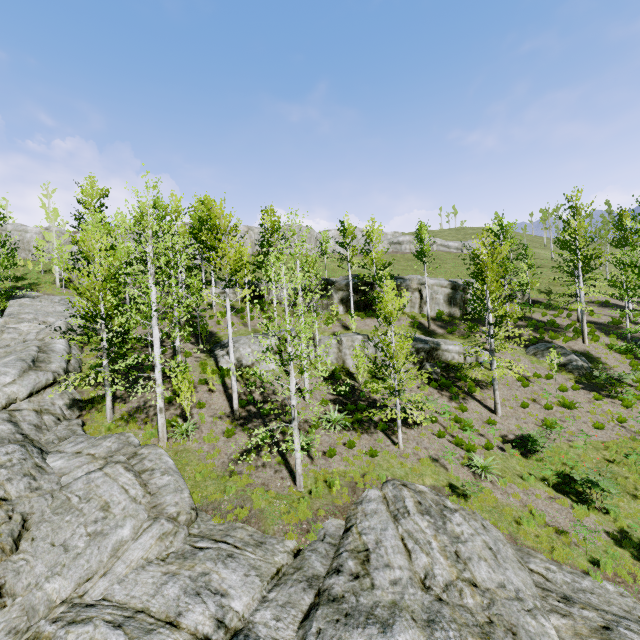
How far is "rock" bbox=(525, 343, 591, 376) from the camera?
21.1 meters

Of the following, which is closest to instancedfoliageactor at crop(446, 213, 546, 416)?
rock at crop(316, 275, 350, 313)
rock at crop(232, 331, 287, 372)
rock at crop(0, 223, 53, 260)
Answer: rock at crop(0, 223, 53, 260)

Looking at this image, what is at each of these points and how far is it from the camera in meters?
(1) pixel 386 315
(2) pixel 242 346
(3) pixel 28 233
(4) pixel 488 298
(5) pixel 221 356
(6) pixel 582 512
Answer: (1) instancedfoliageactor, 19.9
(2) rock, 19.7
(3) rock, 48.7
(4) instancedfoliageactor, 17.2
(5) rock, 19.5
(6) instancedfoliageactor, 12.2

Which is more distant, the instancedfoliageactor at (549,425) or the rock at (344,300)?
the rock at (344,300)

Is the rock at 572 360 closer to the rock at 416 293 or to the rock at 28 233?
the rock at 416 293

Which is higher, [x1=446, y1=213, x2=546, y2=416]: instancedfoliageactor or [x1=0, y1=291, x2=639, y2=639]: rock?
[x1=446, y1=213, x2=546, y2=416]: instancedfoliageactor

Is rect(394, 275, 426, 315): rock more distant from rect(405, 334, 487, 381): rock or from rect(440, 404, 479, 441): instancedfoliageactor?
rect(440, 404, 479, 441): instancedfoliageactor

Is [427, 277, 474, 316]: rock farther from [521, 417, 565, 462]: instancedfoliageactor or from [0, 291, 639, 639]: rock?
[0, 291, 639, 639]: rock
